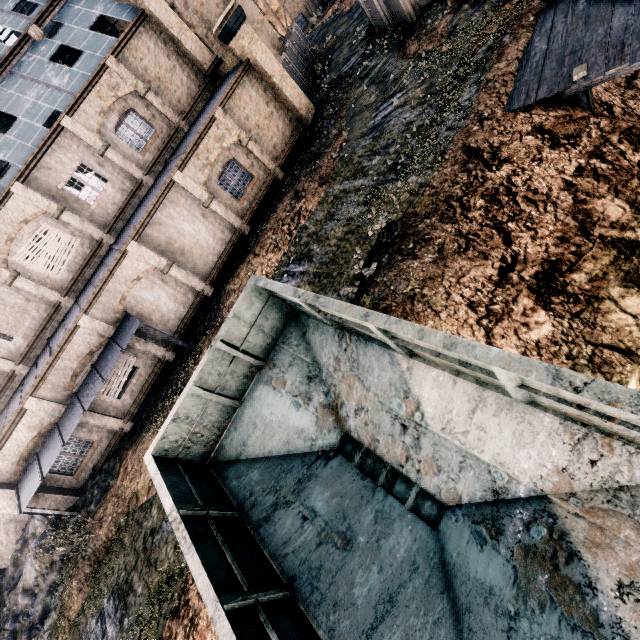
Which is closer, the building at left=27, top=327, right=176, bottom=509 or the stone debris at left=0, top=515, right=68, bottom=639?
the stone debris at left=0, top=515, right=68, bottom=639

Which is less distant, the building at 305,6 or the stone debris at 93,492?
the stone debris at 93,492

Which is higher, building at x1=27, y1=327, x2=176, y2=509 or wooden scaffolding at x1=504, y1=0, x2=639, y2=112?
building at x1=27, y1=327, x2=176, y2=509

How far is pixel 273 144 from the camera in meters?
20.8 m

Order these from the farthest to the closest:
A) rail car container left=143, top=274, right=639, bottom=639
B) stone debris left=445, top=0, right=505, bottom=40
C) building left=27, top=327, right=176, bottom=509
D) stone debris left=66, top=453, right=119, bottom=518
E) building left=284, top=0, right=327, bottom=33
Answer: building left=284, top=0, right=327, bottom=33 < building left=27, top=327, right=176, bottom=509 < stone debris left=66, top=453, right=119, bottom=518 < stone debris left=445, top=0, right=505, bottom=40 < rail car container left=143, top=274, right=639, bottom=639

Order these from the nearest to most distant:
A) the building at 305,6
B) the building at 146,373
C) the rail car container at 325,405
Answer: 1. the rail car container at 325,405
2. the building at 146,373
3. the building at 305,6

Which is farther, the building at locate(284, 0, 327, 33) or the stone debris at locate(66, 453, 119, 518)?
the building at locate(284, 0, 327, 33)

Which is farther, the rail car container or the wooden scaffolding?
the wooden scaffolding
